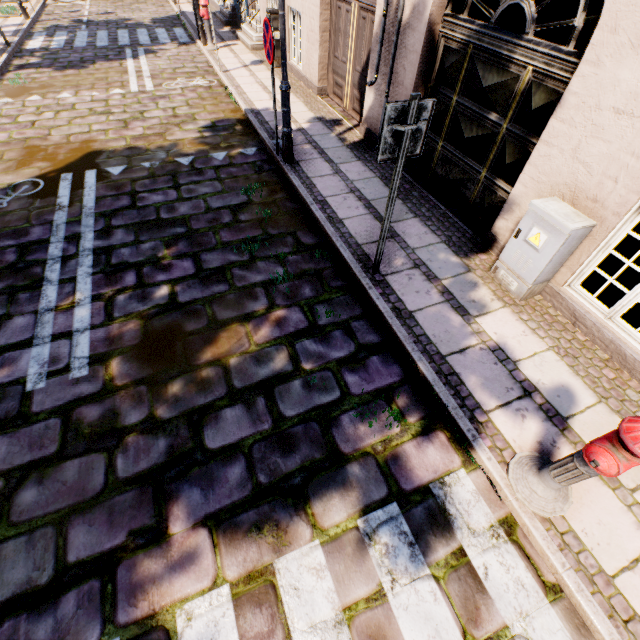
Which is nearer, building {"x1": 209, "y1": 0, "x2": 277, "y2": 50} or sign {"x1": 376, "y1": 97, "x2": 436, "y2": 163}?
sign {"x1": 376, "y1": 97, "x2": 436, "y2": 163}

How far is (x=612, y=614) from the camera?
2.2 meters

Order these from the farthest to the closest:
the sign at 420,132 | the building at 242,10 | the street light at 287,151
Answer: the building at 242,10 < the street light at 287,151 < the sign at 420,132

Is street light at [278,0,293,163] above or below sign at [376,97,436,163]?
below

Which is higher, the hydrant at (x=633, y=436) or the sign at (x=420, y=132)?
the sign at (x=420, y=132)

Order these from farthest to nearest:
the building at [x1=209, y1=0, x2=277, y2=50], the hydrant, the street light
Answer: the building at [x1=209, y1=0, x2=277, y2=50]
the street light
the hydrant

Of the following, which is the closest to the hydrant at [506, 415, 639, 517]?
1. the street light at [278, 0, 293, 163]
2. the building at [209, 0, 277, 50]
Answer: the building at [209, 0, 277, 50]

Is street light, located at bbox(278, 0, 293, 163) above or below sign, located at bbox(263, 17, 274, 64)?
below
